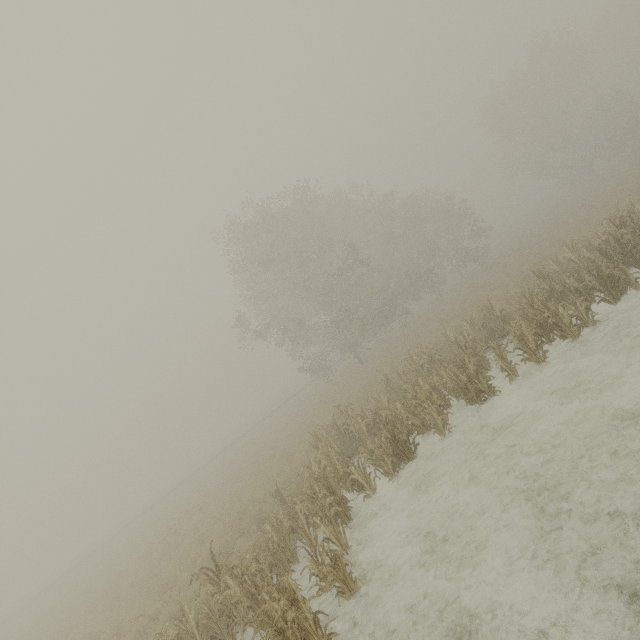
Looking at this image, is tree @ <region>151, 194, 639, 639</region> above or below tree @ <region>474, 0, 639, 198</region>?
below

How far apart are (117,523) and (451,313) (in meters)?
68.34

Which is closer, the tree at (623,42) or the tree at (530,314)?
the tree at (530,314)

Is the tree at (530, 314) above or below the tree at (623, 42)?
below

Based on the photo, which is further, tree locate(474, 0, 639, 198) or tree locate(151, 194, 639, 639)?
tree locate(474, 0, 639, 198)
